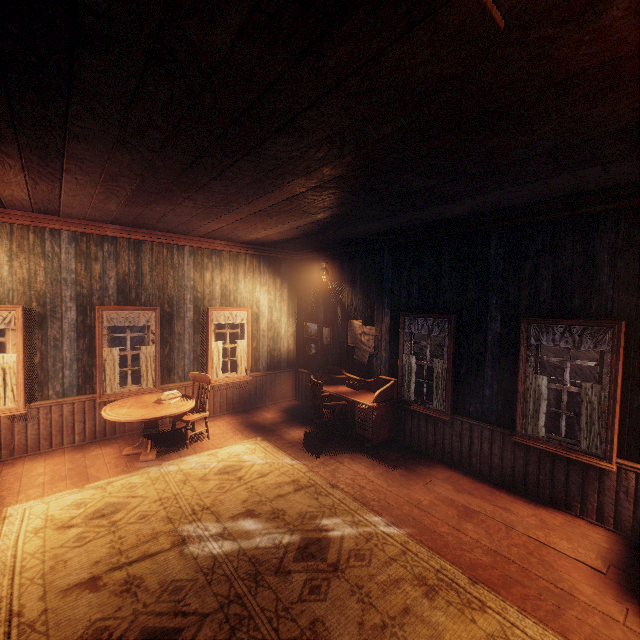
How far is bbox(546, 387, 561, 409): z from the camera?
15.26m

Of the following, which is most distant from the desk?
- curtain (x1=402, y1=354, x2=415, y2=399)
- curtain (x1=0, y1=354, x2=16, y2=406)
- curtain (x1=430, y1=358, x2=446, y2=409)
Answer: curtain (x1=0, y1=354, x2=16, y2=406)

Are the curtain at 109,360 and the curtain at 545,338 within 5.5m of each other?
no

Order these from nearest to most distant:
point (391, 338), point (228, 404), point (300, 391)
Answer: point (391, 338), point (228, 404), point (300, 391)

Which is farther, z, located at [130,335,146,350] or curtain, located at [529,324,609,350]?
z, located at [130,335,146,350]

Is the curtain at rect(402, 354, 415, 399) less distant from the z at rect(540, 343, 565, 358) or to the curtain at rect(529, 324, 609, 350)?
the curtain at rect(529, 324, 609, 350)

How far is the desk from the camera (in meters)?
5.71

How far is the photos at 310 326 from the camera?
7.86m
